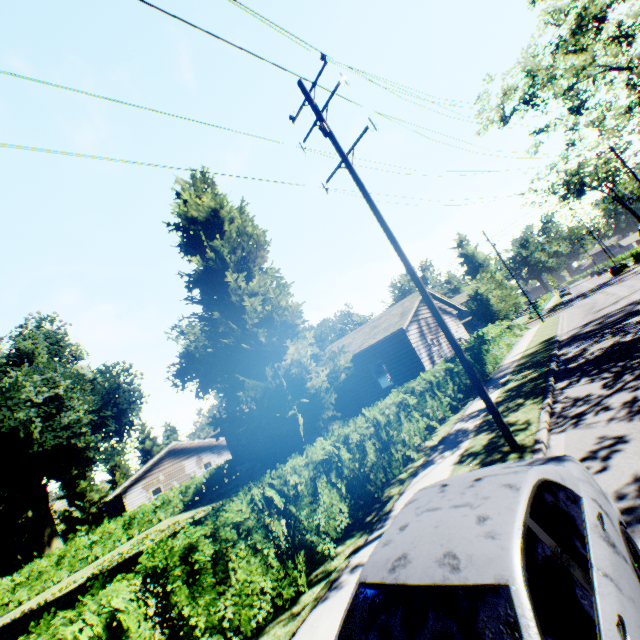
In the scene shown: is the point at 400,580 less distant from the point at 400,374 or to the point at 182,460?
the point at 400,374

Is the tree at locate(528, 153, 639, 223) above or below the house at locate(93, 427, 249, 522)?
above

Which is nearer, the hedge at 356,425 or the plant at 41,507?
the hedge at 356,425

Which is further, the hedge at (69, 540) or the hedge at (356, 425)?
the hedge at (69, 540)

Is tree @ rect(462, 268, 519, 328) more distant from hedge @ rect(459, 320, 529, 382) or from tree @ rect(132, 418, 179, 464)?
tree @ rect(132, 418, 179, 464)

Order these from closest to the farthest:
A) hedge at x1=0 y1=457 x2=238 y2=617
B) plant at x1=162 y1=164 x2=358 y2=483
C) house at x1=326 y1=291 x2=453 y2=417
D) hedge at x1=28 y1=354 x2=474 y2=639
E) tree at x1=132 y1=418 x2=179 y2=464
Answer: hedge at x1=28 y1=354 x2=474 y2=639 → plant at x1=162 y1=164 x2=358 y2=483 → house at x1=326 y1=291 x2=453 y2=417 → hedge at x1=0 y1=457 x2=238 y2=617 → tree at x1=132 y1=418 x2=179 y2=464

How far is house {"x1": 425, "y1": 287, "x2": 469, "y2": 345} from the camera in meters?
23.2

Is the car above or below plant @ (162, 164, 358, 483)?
below
